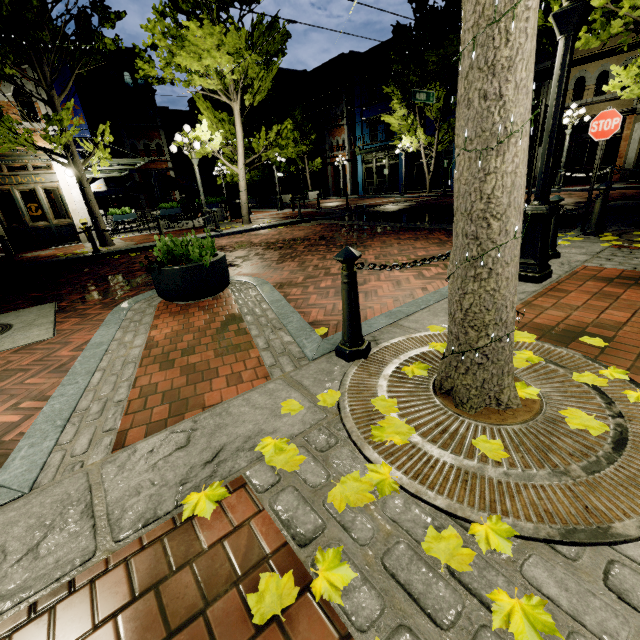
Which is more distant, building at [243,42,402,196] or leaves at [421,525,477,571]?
building at [243,42,402,196]

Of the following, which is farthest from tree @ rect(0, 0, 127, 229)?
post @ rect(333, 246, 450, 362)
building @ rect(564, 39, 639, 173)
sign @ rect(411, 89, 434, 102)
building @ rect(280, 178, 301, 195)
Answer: building @ rect(280, 178, 301, 195)

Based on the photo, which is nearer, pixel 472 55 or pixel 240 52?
pixel 472 55

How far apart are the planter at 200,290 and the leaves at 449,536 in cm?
378

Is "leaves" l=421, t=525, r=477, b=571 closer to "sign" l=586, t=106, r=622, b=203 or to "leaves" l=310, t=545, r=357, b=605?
"leaves" l=310, t=545, r=357, b=605

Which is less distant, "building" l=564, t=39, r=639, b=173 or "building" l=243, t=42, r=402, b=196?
"building" l=564, t=39, r=639, b=173

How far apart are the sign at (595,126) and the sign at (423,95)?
11.16m

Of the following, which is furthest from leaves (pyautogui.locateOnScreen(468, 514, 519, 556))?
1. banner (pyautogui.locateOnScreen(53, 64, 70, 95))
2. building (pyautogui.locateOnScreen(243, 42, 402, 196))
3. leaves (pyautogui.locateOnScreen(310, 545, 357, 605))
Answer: building (pyautogui.locateOnScreen(243, 42, 402, 196))
